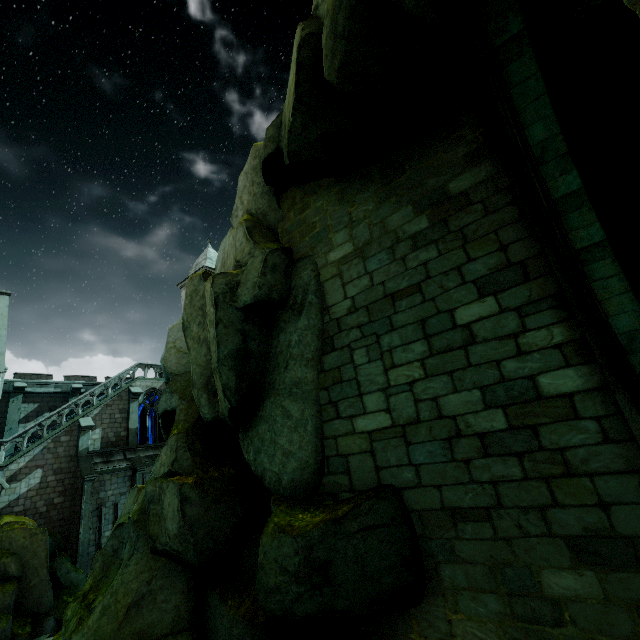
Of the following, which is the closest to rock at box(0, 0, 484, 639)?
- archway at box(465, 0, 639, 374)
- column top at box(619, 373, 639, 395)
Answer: archway at box(465, 0, 639, 374)

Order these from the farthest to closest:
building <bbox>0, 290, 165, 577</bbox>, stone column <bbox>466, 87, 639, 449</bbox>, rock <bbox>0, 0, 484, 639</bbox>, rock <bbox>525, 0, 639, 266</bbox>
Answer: building <bbox>0, 290, 165, 577</bbox>, rock <bbox>0, 0, 484, 639</bbox>, stone column <bbox>466, 87, 639, 449</bbox>, rock <bbox>525, 0, 639, 266</bbox>

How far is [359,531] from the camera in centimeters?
673cm

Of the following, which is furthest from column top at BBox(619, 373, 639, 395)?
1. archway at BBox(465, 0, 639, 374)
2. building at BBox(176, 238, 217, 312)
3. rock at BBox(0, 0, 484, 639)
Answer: building at BBox(176, 238, 217, 312)

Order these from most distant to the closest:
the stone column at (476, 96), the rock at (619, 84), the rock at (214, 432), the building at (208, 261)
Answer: the building at (208, 261) → the rock at (214, 432) → the stone column at (476, 96) → the rock at (619, 84)

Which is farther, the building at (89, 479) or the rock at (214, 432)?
the building at (89, 479)

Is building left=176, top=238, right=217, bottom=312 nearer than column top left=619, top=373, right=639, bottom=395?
No

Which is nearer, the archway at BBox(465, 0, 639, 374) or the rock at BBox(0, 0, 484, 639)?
the archway at BBox(465, 0, 639, 374)
